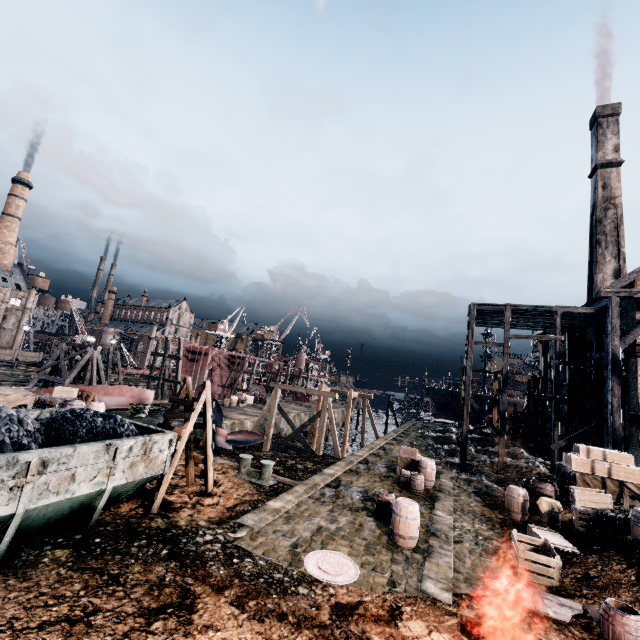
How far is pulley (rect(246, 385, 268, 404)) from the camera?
45.62m

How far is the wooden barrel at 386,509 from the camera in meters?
10.8 m

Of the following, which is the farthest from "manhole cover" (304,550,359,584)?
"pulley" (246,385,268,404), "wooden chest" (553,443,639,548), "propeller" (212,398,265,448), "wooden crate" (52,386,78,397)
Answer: "pulley" (246,385,268,404)

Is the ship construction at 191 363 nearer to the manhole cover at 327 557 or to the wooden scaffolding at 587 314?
the wooden scaffolding at 587 314

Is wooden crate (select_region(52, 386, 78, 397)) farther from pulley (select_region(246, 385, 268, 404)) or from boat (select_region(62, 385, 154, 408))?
pulley (select_region(246, 385, 268, 404))

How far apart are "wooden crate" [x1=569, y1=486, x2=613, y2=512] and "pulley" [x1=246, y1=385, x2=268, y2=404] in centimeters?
3722cm

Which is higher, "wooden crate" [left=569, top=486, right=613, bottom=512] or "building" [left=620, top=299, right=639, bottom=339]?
"building" [left=620, top=299, right=639, bottom=339]

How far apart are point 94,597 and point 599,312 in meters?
28.6 m
